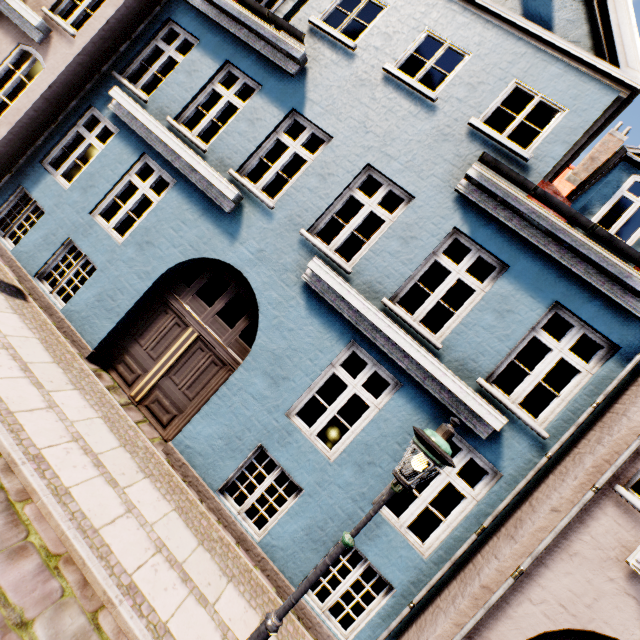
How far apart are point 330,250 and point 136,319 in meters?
4.2 m

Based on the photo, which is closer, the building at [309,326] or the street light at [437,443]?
the street light at [437,443]

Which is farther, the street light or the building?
the building
